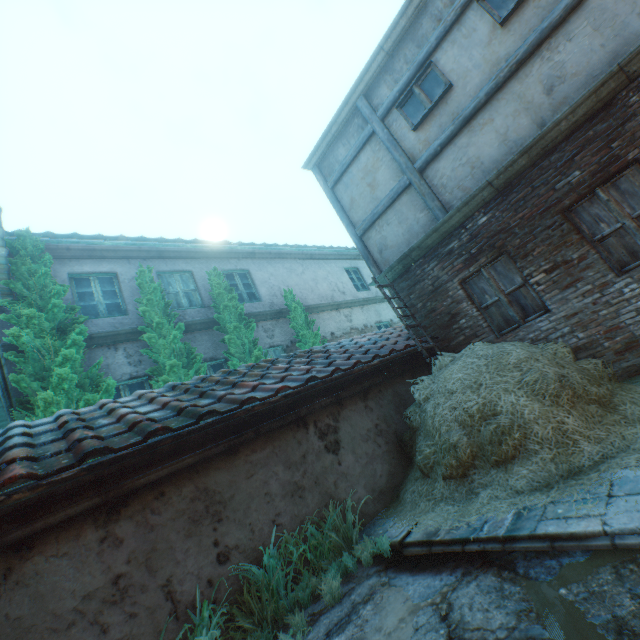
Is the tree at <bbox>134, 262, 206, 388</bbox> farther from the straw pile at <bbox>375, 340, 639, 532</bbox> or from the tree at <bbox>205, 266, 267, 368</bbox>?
the straw pile at <bbox>375, 340, 639, 532</bbox>

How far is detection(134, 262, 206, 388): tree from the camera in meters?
7.0 m

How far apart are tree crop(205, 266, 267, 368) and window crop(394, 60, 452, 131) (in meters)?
5.75

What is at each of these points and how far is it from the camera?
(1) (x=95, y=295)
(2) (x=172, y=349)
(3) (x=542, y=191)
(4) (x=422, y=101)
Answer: (1) building, 7.93m
(2) tree, 7.11m
(3) building, 5.36m
(4) window, 6.57m

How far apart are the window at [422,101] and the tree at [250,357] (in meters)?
5.75

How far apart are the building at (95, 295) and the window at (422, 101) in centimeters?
625cm

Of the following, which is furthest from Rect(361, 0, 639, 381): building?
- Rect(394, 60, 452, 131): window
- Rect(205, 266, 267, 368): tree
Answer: Rect(205, 266, 267, 368): tree

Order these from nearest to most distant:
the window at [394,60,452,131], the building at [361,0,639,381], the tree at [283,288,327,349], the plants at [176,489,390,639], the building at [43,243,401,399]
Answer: the plants at [176,489,390,639]
the building at [361,0,639,381]
the window at [394,60,452,131]
the building at [43,243,401,399]
the tree at [283,288,327,349]
